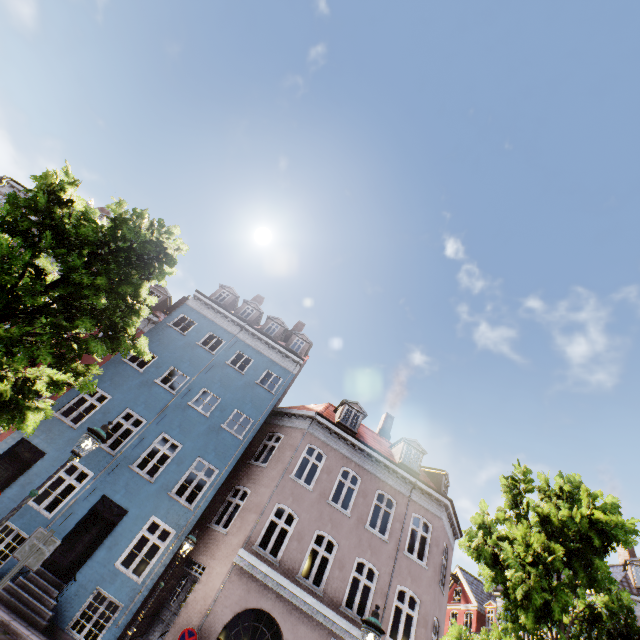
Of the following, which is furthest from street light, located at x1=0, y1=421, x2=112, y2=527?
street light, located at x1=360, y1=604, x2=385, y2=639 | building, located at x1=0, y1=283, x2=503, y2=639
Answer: building, located at x1=0, y1=283, x2=503, y2=639

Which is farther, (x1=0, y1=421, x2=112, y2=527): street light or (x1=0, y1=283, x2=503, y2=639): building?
(x1=0, y1=283, x2=503, y2=639): building

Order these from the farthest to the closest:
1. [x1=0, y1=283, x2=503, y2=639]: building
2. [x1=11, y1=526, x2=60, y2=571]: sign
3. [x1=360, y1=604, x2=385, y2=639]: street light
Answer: [x1=0, y1=283, x2=503, y2=639]: building
[x1=360, y1=604, x2=385, y2=639]: street light
[x1=11, y1=526, x2=60, y2=571]: sign

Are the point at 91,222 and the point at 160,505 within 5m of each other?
no

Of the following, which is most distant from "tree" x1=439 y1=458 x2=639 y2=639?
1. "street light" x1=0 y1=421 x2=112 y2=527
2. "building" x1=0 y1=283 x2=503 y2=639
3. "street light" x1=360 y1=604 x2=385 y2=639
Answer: "building" x1=0 y1=283 x2=503 y2=639

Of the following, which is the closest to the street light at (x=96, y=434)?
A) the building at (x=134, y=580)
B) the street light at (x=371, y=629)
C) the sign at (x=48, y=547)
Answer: the sign at (x=48, y=547)

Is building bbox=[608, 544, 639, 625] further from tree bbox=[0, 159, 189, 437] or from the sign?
the sign

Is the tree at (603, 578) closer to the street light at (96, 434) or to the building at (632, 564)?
the street light at (96, 434)
